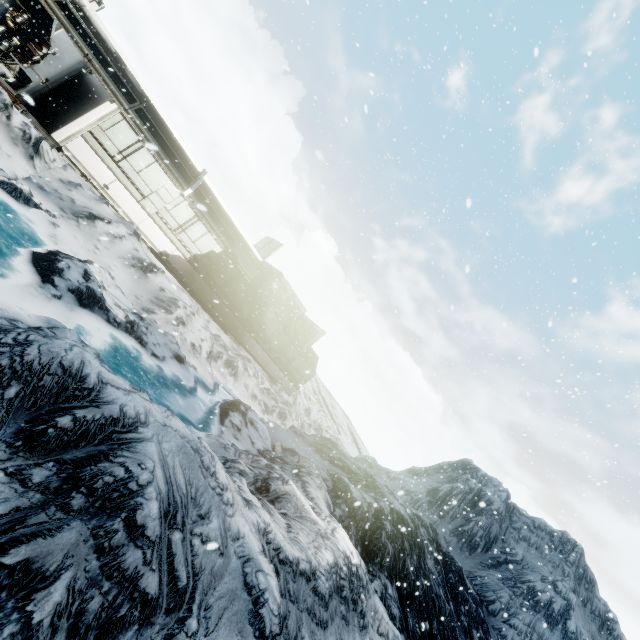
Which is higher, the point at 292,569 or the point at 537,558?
the point at 537,558
